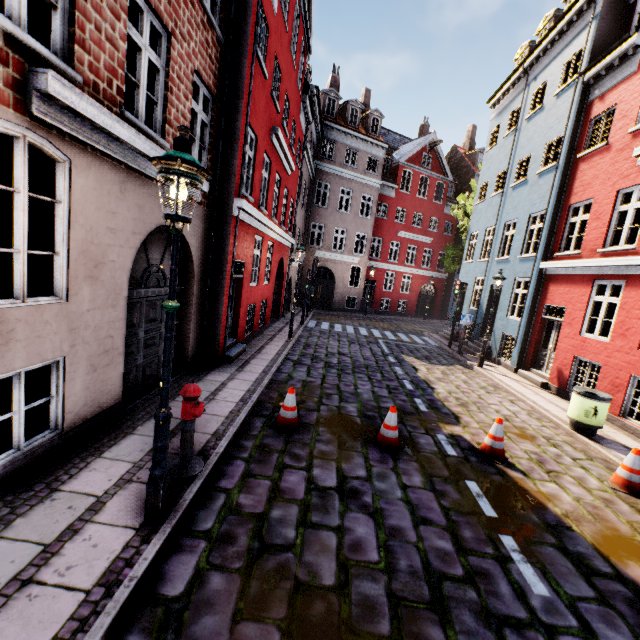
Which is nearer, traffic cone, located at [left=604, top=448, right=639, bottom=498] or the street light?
the street light

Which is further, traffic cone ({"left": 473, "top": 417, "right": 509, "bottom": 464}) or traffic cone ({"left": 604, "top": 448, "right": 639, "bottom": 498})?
traffic cone ({"left": 473, "top": 417, "right": 509, "bottom": 464})

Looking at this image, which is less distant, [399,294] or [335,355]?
[335,355]

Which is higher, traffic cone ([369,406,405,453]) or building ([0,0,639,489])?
building ([0,0,639,489])

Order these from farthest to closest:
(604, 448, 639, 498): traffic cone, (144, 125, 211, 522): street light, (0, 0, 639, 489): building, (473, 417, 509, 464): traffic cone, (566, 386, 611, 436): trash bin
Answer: (566, 386, 611, 436): trash bin < (473, 417, 509, 464): traffic cone < (604, 448, 639, 498): traffic cone < (0, 0, 639, 489): building < (144, 125, 211, 522): street light

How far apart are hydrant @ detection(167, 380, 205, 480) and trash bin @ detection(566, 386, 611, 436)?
8.26m

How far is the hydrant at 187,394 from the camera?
4.1m

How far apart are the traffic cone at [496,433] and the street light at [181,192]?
5.4m
